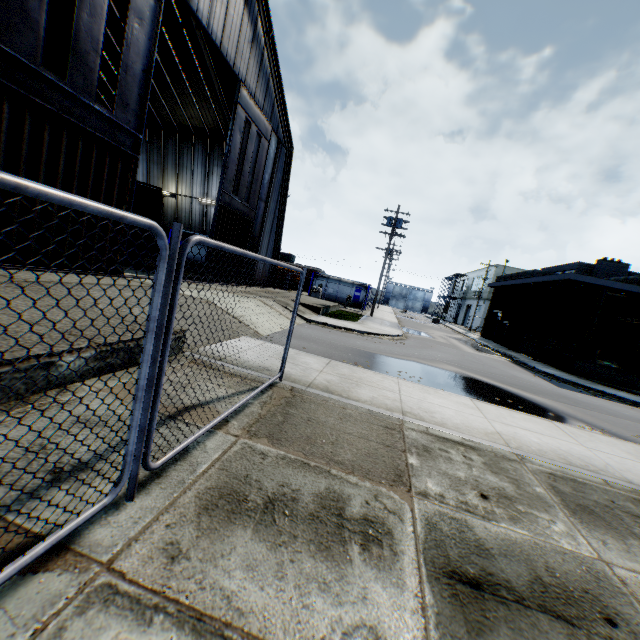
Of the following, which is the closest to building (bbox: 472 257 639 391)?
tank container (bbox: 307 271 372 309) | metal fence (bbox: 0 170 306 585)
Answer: metal fence (bbox: 0 170 306 585)

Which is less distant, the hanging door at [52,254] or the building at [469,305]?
the hanging door at [52,254]

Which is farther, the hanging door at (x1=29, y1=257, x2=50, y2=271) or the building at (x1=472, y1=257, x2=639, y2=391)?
the building at (x1=472, y1=257, x2=639, y2=391)

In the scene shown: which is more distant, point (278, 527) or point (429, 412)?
point (429, 412)

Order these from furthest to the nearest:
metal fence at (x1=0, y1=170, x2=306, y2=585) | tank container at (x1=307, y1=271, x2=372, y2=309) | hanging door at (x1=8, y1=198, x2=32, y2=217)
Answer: tank container at (x1=307, y1=271, x2=372, y2=309)
hanging door at (x1=8, y1=198, x2=32, y2=217)
metal fence at (x1=0, y1=170, x2=306, y2=585)

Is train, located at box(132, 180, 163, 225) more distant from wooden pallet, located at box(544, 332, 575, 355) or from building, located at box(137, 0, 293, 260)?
wooden pallet, located at box(544, 332, 575, 355)

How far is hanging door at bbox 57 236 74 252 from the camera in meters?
9.7 m

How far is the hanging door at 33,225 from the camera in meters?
8.7
